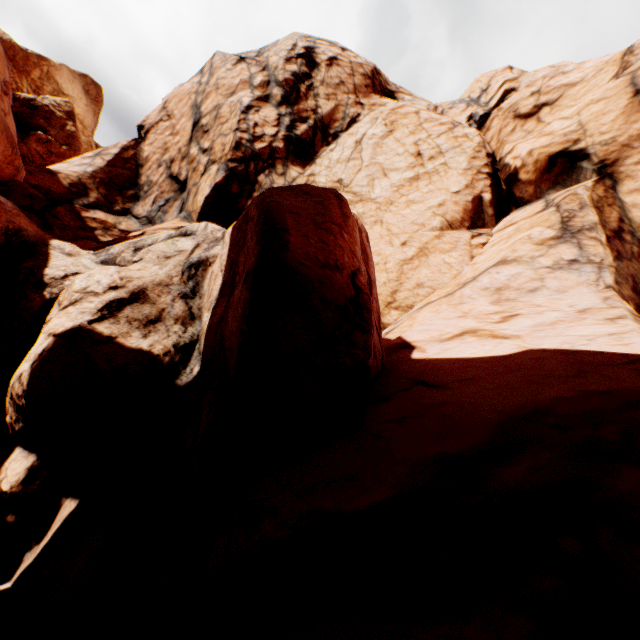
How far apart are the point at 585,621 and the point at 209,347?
4.8m
